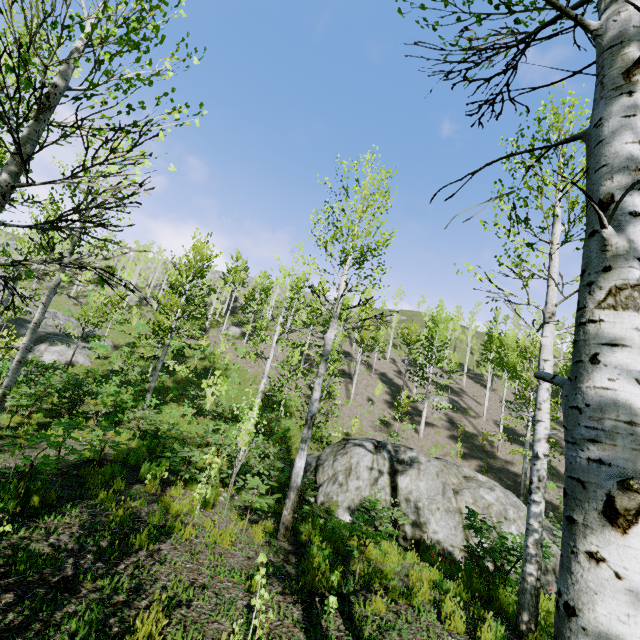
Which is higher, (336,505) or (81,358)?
(81,358)

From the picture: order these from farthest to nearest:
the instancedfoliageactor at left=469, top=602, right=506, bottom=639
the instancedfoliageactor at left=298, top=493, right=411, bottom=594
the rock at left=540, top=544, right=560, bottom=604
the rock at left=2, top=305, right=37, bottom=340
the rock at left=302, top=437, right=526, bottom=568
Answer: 1. the rock at left=2, top=305, right=37, bottom=340
2. the rock at left=302, top=437, right=526, bottom=568
3. the rock at left=540, top=544, right=560, bottom=604
4. the instancedfoliageactor at left=298, top=493, right=411, bottom=594
5. the instancedfoliageactor at left=469, top=602, right=506, bottom=639

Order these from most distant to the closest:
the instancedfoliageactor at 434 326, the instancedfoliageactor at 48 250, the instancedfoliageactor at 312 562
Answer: the instancedfoliageactor at 434 326
the instancedfoliageactor at 312 562
the instancedfoliageactor at 48 250

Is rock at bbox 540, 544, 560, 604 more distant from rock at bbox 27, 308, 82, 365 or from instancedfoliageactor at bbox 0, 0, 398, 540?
rock at bbox 27, 308, 82, 365

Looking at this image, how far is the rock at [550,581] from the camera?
7.52m

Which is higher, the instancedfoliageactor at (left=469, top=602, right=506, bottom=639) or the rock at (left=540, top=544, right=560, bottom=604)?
the instancedfoliageactor at (left=469, top=602, right=506, bottom=639)

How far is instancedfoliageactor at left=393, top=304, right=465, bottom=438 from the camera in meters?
27.2
